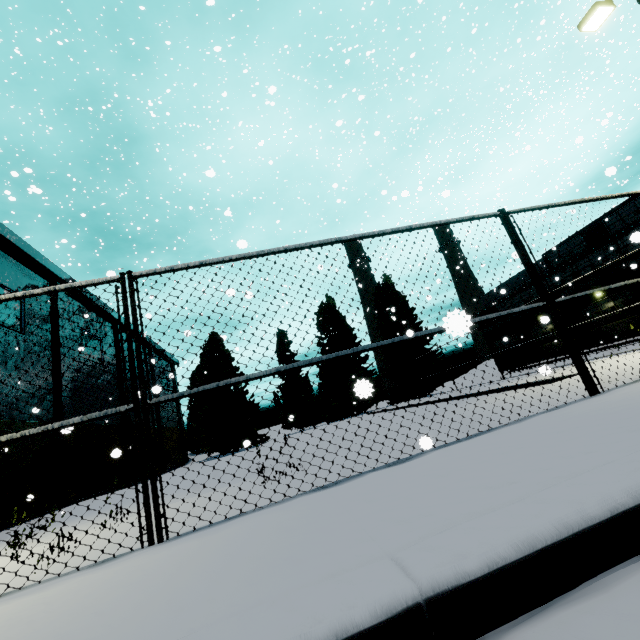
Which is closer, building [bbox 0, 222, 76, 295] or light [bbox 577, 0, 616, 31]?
light [bbox 577, 0, 616, 31]

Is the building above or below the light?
above

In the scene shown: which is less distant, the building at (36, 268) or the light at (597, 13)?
the light at (597, 13)

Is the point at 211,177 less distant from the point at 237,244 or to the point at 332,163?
the point at 237,244

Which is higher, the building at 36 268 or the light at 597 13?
the building at 36 268
